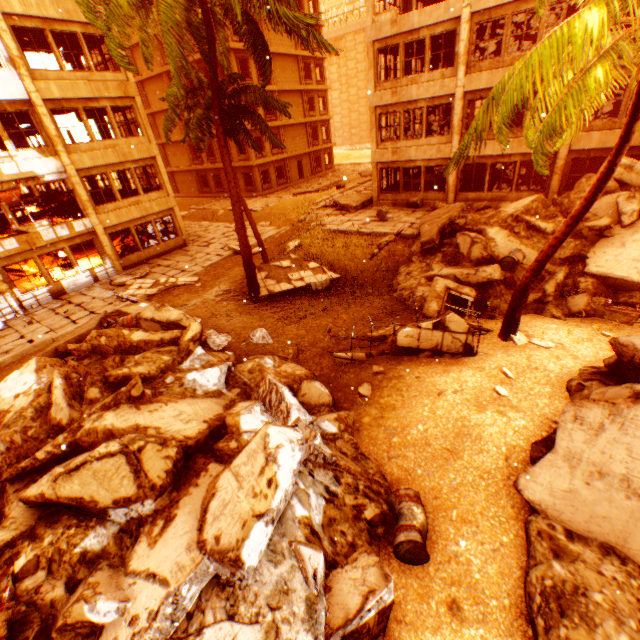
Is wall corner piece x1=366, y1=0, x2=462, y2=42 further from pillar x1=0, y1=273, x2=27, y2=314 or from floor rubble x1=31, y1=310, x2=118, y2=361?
floor rubble x1=31, y1=310, x2=118, y2=361

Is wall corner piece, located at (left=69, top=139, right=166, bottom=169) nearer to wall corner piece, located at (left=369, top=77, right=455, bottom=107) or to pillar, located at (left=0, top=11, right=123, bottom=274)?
pillar, located at (left=0, top=11, right=123, bottom=274)

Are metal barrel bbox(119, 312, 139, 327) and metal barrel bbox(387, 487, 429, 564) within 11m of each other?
yes

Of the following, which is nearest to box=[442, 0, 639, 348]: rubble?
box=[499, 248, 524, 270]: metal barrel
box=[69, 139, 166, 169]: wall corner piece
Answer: box=[69, 139, 166, 169]: wall corner piece

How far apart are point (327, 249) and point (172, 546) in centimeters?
1412cm

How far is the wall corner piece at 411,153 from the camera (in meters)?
18.19

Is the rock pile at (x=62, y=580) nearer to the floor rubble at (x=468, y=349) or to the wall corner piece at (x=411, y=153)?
the floor rubble at (x=468, y=349)

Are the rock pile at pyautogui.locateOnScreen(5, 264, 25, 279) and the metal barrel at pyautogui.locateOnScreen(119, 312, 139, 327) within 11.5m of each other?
no
